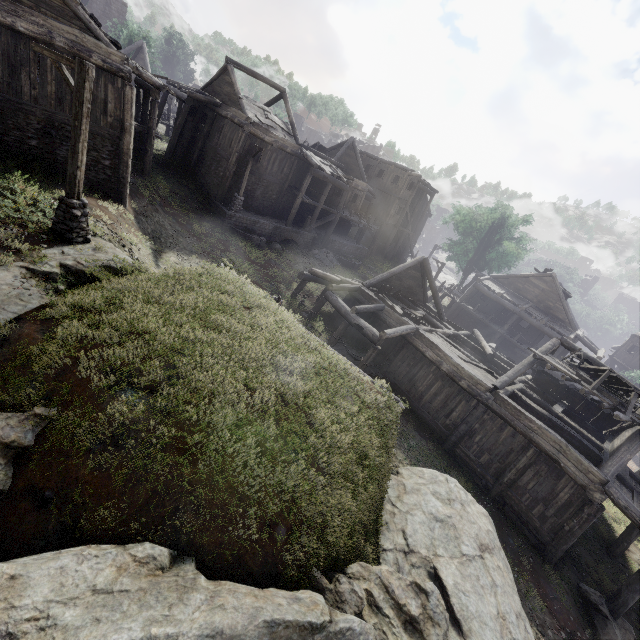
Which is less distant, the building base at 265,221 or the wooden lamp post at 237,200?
the wooden lamp post at 237,200

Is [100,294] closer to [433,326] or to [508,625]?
[508,625]

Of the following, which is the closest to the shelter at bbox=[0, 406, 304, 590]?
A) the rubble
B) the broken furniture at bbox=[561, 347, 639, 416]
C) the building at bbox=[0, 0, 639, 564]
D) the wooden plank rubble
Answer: the building at bbox=[0, 0, 639, 564]

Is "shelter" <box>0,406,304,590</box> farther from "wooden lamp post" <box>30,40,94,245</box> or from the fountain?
the fountain

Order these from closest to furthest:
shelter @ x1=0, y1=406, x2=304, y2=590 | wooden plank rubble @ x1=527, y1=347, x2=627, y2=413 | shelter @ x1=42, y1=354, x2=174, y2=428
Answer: shelter @ x1=0, y1=406, x2=304, y2=590 < shelter @ x1=42, y1=354, x2=174, y2=428 < wooden plank rubble @ x1=527, y1=347, x2=627, y2=413

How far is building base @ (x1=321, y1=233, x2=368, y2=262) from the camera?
30.2m

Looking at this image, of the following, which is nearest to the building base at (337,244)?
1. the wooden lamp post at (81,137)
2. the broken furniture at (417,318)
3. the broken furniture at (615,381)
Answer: the broken furniture at (417,318)

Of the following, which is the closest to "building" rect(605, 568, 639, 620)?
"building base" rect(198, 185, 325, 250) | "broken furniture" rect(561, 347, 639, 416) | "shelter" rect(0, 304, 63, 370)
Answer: "building base" rect(198, 185, 325, 250)
